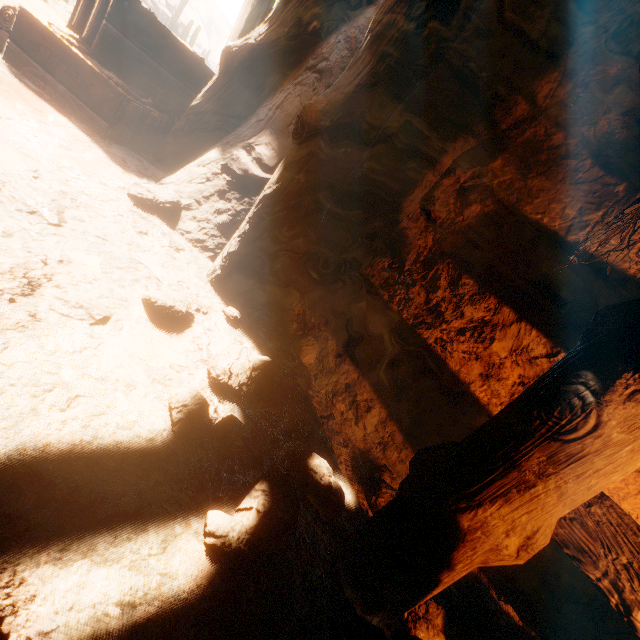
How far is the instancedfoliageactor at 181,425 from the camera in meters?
1.3 m

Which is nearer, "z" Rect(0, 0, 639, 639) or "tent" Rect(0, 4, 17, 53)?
"z" Rect(0, 0, 639, 639)

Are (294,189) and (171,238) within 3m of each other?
yes

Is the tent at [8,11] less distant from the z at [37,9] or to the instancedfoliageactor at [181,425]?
the z at [37,9]

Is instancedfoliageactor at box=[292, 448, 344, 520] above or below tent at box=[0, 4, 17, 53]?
below

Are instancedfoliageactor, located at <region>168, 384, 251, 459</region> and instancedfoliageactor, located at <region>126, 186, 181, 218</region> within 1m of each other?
no

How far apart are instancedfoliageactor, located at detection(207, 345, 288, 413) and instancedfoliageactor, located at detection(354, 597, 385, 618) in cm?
69

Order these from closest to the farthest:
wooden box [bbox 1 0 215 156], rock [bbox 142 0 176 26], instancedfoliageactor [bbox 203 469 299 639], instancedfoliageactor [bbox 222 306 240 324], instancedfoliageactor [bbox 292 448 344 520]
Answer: instancedfoliageactor [bbox 203 469 299 639] → instancedfoliageactor [bbox 292 448 344 520] → instancedfoliageactor [bbox 222 306 240 324] → wooden box [bbox 1 0 215 156] → rock [bbox 142 0 176 26]
